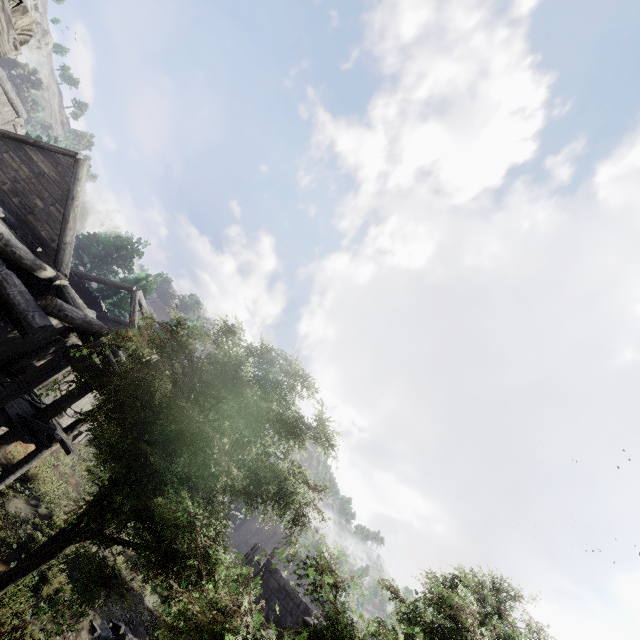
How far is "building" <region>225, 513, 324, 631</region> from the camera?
14.2m

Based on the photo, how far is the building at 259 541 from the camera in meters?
14.2 m

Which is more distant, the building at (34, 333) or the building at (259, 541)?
the building at (259, 541)

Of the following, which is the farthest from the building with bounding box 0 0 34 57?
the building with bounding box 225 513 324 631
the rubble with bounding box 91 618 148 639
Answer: the building with bounding box 225 513 324 631

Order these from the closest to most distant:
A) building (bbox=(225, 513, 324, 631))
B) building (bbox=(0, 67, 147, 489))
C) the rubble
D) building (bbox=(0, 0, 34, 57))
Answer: building (bbox=(0, 0, 34, 57)) → building (bbox=(0, 67, 147, 489)) → the rubble → building (bbox=(225, 513, 324, 631))

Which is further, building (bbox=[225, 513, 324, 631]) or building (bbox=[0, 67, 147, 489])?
building (bbox=[225, 513, 324, 631])

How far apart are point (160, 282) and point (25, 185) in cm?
2131

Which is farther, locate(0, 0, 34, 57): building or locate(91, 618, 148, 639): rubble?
locate(91, 618, 148, 639): rubble
